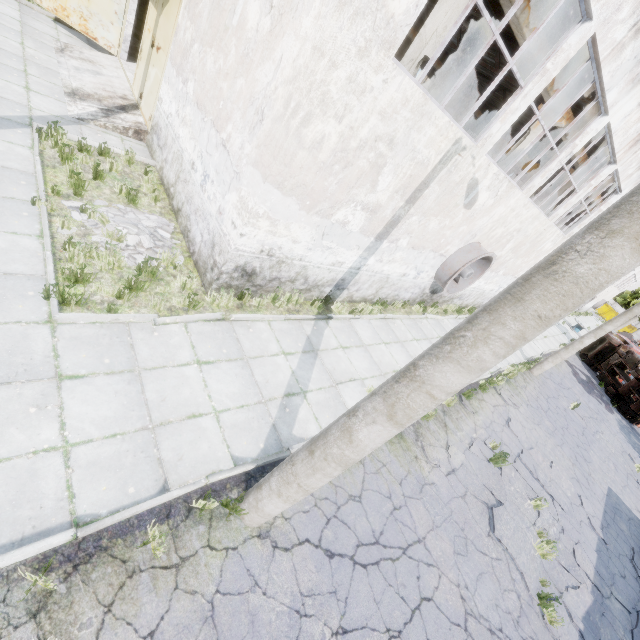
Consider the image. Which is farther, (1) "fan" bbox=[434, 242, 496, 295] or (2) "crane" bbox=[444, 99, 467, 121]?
(2) "crane" bbox=[444, 99, 467, 121]

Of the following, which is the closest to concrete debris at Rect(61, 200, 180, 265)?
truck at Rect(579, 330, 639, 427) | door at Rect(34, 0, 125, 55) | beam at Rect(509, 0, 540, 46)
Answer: beam at Rect(509, 0, 540, 46)

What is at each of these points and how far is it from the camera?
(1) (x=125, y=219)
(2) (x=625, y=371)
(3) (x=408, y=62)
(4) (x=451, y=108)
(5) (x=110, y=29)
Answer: (1) concrete debris, 7.3 meters
(2) truck, 24.0 meters
(3) column, 8.3 meters
(4) crane, 23.5 meters
(5) door, 11.8 meters

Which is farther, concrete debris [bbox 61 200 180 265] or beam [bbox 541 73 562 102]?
beam [bbox 541 73 562 102]

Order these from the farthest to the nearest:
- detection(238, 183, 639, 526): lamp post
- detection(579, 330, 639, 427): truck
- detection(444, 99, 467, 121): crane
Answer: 1. detection(444, 99, 467, 121): crane
2. detection(579, 330, 639, 427): truck
3. detection(238, 183, 639, 526): lamp post

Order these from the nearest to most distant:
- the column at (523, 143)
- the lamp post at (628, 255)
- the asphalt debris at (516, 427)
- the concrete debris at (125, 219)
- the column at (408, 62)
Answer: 1. the lamp post at (628, 255)
2. the concrete debris at (125, 219)
3. the column at (408, 62)
4. the asphalt debris at (516, 427)
5. the column at (523, 143)

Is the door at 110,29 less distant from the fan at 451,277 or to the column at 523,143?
the fan at 451,277

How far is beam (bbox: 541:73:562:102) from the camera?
11.0m
